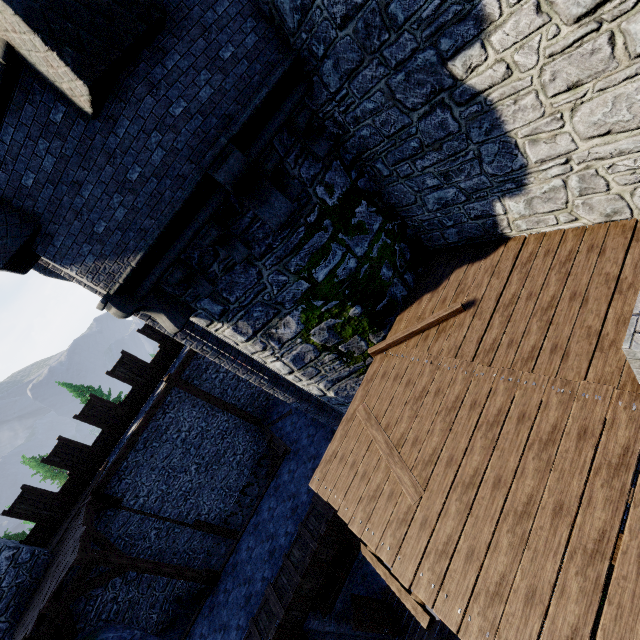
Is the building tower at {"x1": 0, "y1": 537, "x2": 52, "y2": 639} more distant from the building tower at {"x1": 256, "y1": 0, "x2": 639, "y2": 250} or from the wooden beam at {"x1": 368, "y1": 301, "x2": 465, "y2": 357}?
the wooden beam at {"x1": 368, "y1": 301, "x2": 465, "y2": 357}

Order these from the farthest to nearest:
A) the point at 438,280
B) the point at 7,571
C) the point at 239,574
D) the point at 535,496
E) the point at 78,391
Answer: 1. the point at 78,391
2. the point at 239,574
3. the point at 7,571
4. the point at 438,280
5. the point at 535,496

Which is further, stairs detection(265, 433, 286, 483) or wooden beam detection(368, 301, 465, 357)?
stairs detection(265, 433, 286, 483)

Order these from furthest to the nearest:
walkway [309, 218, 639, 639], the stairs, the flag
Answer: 1. the stairs
2. the flag
3. walkway [309, 218, 639, 639]

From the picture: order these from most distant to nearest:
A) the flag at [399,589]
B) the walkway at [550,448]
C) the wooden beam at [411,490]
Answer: the wooden beam at [411,490] → the flag at [399,589] → the walkway at [550,448]

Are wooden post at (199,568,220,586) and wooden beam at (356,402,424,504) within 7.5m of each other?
no

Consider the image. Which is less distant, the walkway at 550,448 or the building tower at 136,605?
the walkway at 550,448

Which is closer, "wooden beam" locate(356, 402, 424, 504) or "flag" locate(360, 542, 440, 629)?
"flag" locate(360, 542, 440, 629)
